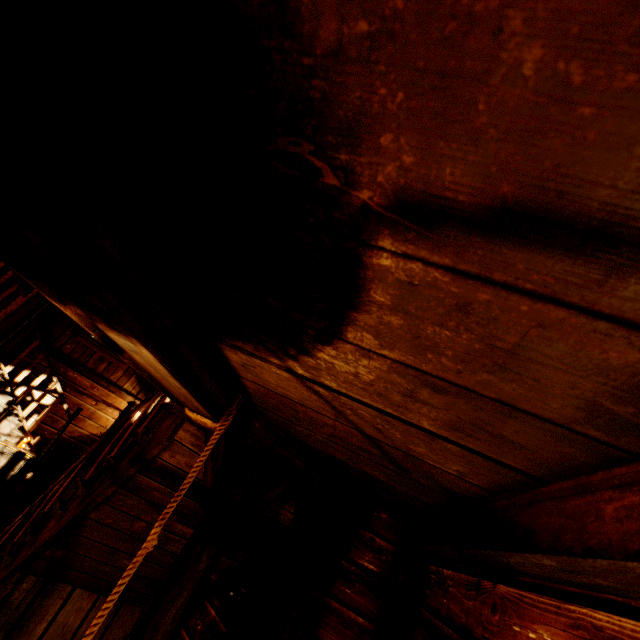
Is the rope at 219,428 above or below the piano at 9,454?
above

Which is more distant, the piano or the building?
the piano

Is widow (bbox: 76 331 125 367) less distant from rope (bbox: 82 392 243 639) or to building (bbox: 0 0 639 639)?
building (bbox: 0 0 639 639)

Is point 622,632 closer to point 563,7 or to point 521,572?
point 521,572

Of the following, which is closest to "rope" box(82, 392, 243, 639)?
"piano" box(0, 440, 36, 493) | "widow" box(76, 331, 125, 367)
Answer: "piano" box(0, 440, 36, 493)

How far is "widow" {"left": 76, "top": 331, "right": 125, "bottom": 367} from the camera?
8.0m

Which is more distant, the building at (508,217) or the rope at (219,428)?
the rope at (219,428)

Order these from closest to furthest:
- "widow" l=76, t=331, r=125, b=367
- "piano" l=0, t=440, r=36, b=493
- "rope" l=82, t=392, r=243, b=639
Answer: "rope" l=82, t=392, r=243, b=639 < "piano" l=0, t=440, r=36, b=493 < "widow" l=76, t=331, r=125, b=367
